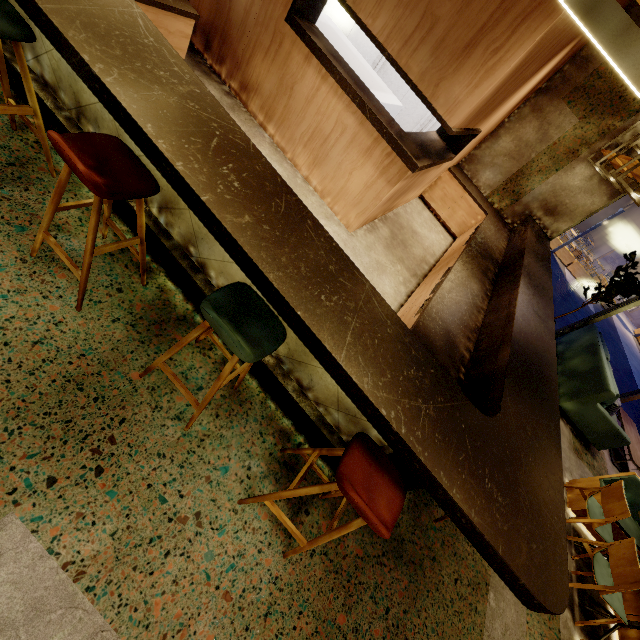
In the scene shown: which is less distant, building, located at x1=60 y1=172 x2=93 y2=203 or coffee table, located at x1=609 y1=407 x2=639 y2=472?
building, located at x1=60 y1=172 x2=93 y2=203

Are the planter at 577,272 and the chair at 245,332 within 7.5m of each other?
no

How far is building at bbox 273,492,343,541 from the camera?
2.1m

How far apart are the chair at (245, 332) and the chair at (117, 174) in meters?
0.6 m

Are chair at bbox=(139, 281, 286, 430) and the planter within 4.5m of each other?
no

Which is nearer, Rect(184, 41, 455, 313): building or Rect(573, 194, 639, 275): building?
Rect(184, 41, 455, 313): building

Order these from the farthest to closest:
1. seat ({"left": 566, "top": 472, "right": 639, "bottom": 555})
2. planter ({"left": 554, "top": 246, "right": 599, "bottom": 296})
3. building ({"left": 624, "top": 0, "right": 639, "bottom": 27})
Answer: planter ({"left": 554, "top": 246, "right": 599, "bottom": 296}) < building ({"left": 624, "top": 0, "right": 639, "bottom": 27}) < seat ({"left": 566, "top": 472, "right": 639, "bottom": 555})

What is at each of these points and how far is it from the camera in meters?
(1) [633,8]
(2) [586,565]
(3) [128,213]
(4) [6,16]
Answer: (1) building, 4.8
(2) building, 3.8
(3) bar counter, 2.4
(4) chair, 1.6
